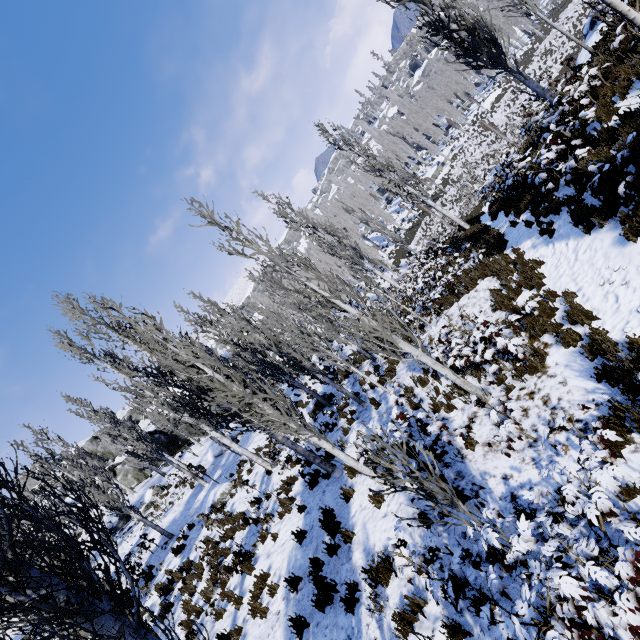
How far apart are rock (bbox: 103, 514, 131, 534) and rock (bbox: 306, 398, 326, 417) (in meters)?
14.91

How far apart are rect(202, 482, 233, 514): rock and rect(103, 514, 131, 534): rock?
8.96m

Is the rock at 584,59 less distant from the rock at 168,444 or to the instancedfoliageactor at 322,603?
the instancedfoliageactor at 322,603

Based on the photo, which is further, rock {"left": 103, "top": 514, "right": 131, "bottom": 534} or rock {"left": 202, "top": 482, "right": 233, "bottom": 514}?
rock {"left": 103, "top": 514, "right": 131, "bottom": 534}

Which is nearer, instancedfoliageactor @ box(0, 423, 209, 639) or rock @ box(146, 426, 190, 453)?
instancedfoliageactor @ box(0, 423, 209, 639)

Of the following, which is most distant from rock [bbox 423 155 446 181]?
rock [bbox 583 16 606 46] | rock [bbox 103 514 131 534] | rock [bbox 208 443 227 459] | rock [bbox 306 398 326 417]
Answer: rock [bbox 103 514 131 534]

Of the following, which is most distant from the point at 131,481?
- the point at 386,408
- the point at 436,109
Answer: the point at 436,109

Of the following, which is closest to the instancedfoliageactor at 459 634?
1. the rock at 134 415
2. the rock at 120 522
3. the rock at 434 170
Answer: the rock at 434 170
